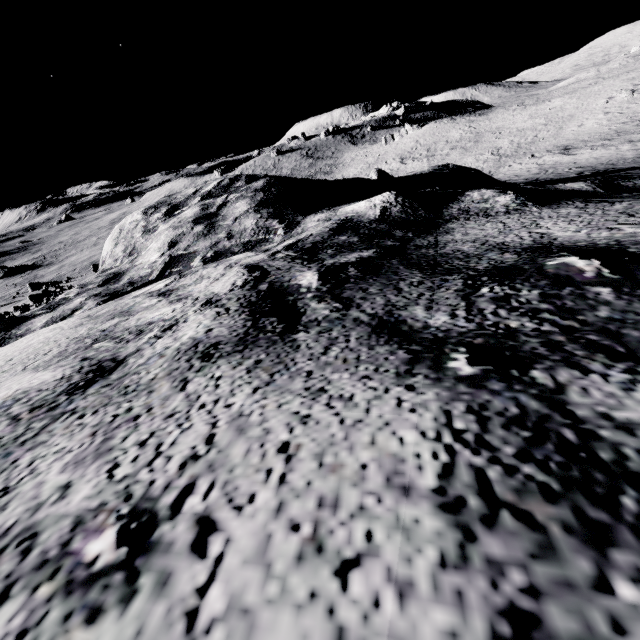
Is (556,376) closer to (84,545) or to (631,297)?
(631,297)
